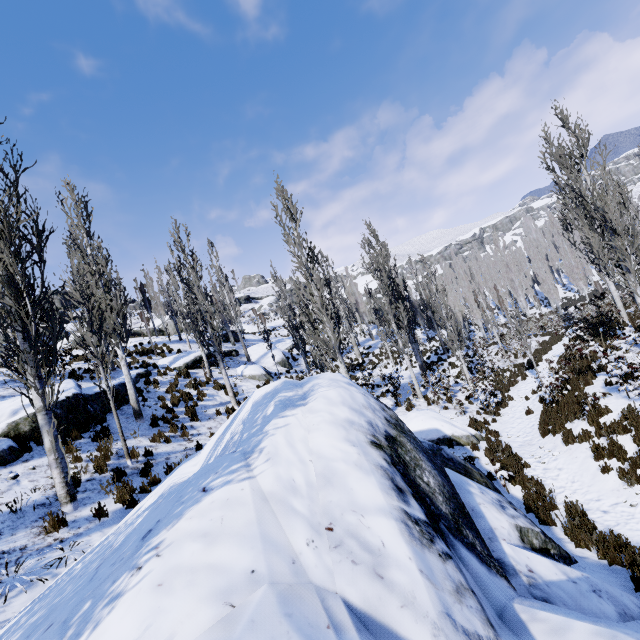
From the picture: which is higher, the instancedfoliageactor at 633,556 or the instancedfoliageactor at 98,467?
the instancedfoliageactor at 98,467

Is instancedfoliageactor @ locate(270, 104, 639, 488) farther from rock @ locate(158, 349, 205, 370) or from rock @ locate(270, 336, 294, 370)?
rock @ locate(270, 336, 294, 370)

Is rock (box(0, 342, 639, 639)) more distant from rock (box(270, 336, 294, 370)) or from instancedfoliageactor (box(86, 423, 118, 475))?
rock (box(270, 336, 294, 370))

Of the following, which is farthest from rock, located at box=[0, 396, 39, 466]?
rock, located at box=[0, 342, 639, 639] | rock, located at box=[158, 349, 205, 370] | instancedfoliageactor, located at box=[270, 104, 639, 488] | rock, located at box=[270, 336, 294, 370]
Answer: rock, located at box=[270, 336, 294, 370]

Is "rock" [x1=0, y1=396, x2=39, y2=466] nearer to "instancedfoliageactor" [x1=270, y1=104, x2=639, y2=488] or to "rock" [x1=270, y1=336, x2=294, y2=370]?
"instancedfoliageactor" [x1=270, y1=104, x2=639, y2=488]

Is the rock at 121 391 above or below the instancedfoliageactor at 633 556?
above

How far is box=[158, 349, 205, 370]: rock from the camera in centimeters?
1916cm

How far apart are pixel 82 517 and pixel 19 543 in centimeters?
100cm
